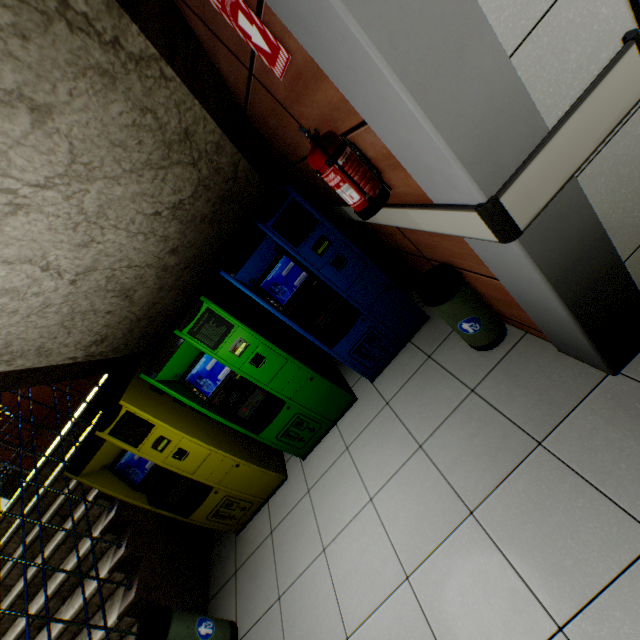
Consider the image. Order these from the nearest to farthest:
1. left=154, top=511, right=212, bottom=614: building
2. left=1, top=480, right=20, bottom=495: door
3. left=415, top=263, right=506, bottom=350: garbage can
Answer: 1. left=415, top=263, right=506, bottom=350: garbage can
2. left=154, top=511, right=212, bottom=614: building
3. left=1, top=480, right=20, bottom=495: door

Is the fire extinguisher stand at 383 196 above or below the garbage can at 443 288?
above

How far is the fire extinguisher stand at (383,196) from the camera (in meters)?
1.40

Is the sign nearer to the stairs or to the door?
the stairs

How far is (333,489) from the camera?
2.5m

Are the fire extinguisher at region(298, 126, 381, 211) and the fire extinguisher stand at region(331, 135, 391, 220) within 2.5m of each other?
yes

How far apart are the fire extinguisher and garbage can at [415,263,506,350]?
0.72m

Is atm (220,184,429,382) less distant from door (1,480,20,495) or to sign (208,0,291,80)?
sign (208,0,291,80)
